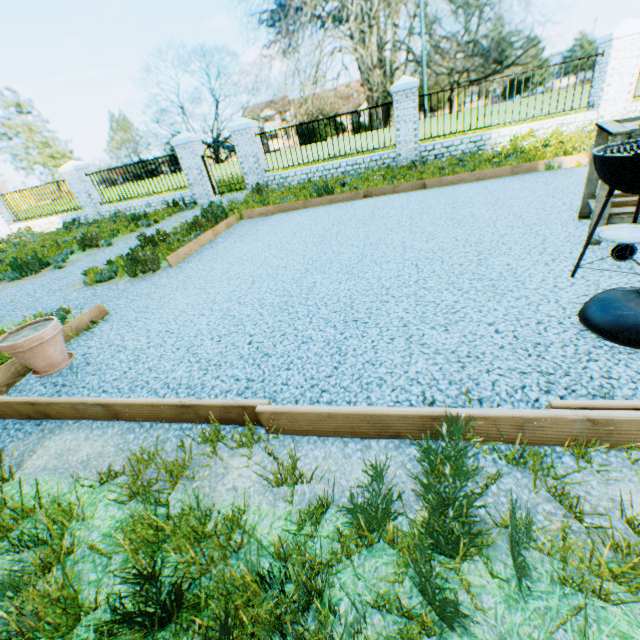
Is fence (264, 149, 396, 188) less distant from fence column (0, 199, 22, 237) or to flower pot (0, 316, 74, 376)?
flower pot (0, 316, 74, 376)

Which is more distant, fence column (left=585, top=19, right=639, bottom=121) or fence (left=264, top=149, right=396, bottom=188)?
fence (left=264, top=149, right=396, bottom=188)

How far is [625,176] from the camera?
2.1m

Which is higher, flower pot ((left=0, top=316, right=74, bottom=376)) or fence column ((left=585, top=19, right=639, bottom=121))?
fence column ((left=585, top=19, right=639, bottom=121))

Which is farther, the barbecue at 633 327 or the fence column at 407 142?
the fence column at 407 142

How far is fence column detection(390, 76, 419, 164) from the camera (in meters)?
9.69

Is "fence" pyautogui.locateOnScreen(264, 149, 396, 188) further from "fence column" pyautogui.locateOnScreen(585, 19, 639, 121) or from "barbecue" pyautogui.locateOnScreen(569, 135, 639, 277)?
"barbecue" pyautogui.locateOnScreen(569, 135, 639, 277)

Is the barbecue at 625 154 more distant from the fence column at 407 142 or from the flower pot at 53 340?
the fence column at 407 142
